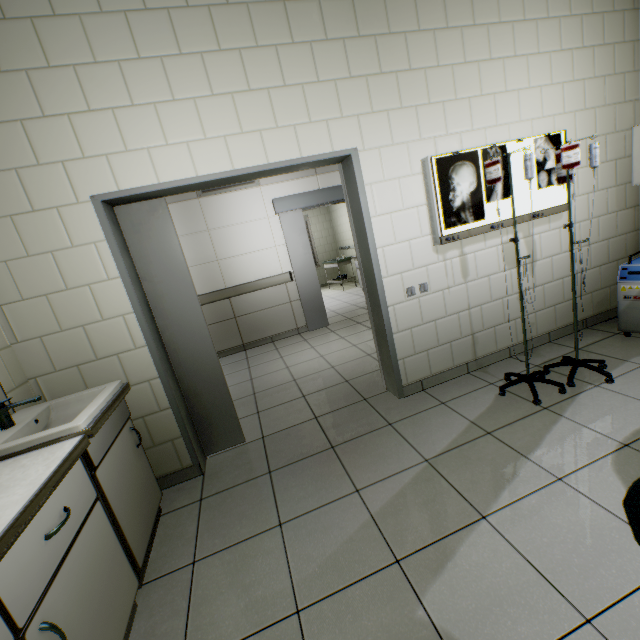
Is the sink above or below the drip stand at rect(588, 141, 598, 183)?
below

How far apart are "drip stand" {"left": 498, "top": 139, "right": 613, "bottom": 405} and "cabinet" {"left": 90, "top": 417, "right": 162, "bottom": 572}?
2.64m

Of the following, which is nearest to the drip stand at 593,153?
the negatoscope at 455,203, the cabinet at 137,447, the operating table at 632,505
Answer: the negatoscope at 455,203

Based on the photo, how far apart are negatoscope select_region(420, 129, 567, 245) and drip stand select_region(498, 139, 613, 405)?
0.4 meters

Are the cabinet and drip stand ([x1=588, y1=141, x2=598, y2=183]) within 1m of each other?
no

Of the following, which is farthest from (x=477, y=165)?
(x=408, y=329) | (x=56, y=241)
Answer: (x=56, y=241)

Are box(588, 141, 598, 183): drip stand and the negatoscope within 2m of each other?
yes

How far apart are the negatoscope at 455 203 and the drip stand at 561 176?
0.4m
